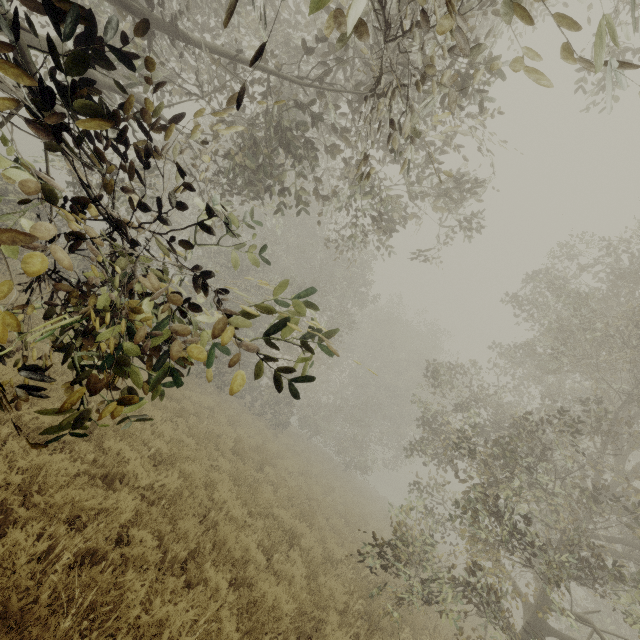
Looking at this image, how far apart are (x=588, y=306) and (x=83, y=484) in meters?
10.9 m
